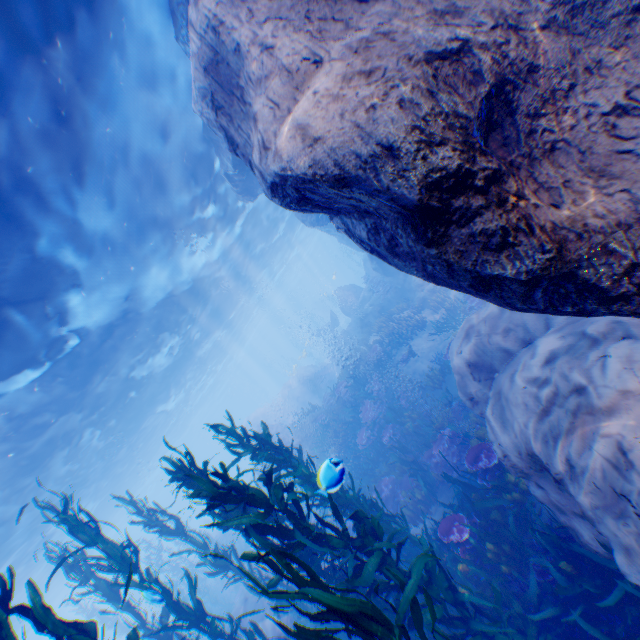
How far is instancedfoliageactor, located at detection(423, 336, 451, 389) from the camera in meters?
12.6 m

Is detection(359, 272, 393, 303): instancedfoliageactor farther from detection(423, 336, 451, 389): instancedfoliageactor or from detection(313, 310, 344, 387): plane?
detection(423, 336, 451, 389): instancedfoliageactor

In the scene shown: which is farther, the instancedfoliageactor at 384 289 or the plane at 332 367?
the plane at 332 367

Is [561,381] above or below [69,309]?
below

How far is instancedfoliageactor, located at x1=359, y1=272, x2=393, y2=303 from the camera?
22.6m

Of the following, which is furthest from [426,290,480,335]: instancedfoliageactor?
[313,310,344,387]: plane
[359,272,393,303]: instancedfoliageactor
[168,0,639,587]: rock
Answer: [313,310,344,387]: plane

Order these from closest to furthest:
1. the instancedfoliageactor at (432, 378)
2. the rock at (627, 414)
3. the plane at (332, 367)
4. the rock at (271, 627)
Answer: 1. the rock at (627, 414)
2. the rock at (271, 627)
3. the instancedfoliageactor at (432, 378)
4. the plane at (332, 367)

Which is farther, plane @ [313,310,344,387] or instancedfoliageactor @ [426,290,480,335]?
plane @ [313,310,344,387]
